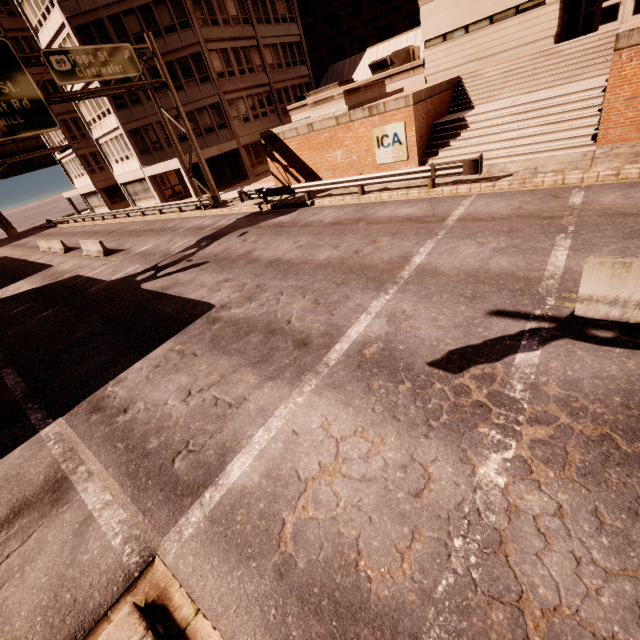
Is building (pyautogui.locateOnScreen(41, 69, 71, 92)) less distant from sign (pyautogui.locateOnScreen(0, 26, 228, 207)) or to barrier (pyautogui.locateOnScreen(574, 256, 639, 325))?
sign (pyautogui.locateOnScreen(0, 26, 228, 207))

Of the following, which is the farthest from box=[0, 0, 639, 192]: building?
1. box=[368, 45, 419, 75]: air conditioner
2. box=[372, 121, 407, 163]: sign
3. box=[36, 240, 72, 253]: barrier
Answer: box=[36, 240, 72, 253]: barrier

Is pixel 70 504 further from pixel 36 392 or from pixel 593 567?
pixel 593 567

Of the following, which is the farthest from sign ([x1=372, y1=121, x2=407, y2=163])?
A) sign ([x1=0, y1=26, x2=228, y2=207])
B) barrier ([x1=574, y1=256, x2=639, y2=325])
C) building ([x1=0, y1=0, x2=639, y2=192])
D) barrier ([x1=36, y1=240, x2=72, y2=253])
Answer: barrier ([x1=36, y1=240, x2=72, y2=253])

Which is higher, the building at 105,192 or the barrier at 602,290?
the building at 105,192

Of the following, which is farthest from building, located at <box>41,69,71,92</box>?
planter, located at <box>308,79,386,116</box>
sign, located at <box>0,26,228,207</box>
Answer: planter, located at <box>308,79,386,116</box>

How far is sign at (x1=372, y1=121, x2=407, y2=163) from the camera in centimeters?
1590cm

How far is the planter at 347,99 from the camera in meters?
17.7 m
